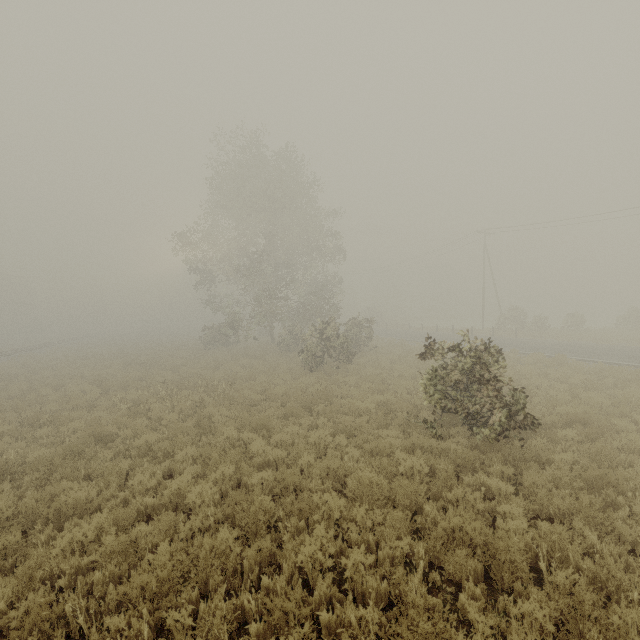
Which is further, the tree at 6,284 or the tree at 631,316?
the tree at 6,284

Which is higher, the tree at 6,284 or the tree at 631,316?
the tree at 6,284

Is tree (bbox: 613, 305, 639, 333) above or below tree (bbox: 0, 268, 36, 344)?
below

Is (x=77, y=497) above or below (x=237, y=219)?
below

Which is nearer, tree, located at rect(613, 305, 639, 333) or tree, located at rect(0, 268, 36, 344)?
tree, located at rect(613, 305, 639, 333)
